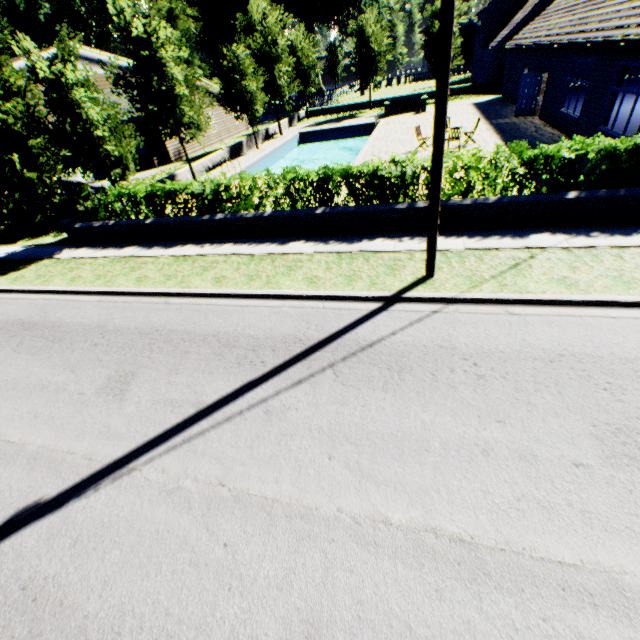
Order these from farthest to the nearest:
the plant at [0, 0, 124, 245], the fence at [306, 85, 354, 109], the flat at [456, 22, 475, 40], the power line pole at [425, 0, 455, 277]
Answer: the flat at [456, 22, 475, 40], the fence at [306, 85, 354, 109], the plant at [0, 0, 124, 245], the power line pole at [425, 0, 455, 277]

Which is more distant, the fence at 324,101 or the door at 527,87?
the fence at 324,101

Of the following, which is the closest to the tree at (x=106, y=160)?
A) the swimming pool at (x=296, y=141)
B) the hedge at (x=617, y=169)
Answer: the swimming pool at (x=296, y=141)

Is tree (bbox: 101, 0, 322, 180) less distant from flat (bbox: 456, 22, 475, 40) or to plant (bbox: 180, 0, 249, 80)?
plant (bbox: 180, 0, 249, 80)

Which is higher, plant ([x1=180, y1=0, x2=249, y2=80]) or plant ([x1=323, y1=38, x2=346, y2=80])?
plant ([x1=180, y1=0, x2=249, y2=80])

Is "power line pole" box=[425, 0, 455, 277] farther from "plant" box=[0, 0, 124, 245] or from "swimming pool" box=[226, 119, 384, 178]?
"plant" box=[0, 0, 124, 245]

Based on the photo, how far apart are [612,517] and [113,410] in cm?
713

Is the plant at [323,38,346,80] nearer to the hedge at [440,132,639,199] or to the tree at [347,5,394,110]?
the tree at [347,5,394,110]
